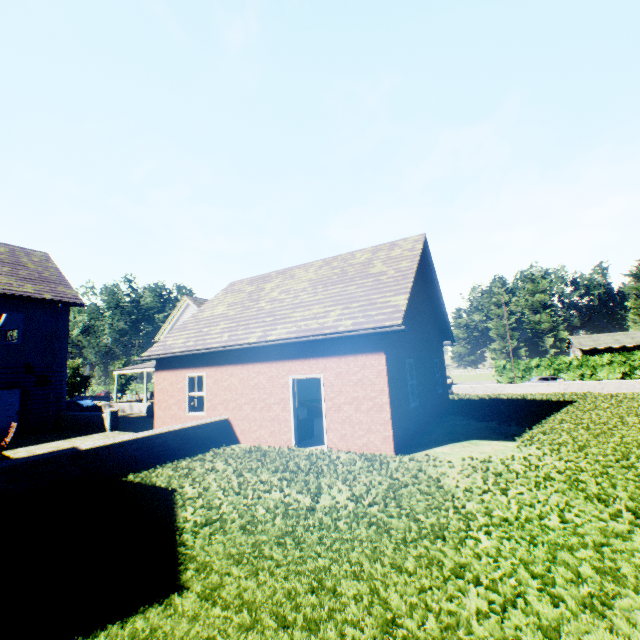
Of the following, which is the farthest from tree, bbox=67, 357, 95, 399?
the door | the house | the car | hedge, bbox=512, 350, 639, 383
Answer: the house

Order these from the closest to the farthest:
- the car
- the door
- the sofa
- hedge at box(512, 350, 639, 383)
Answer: the sofa, the door, the car, hedge at box(512, 350, 639, 383)

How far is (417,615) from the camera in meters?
2.9

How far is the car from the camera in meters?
22.8 m

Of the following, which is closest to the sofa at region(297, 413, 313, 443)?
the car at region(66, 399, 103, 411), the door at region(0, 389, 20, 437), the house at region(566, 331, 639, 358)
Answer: the car at region(66, 399, 103, 411)

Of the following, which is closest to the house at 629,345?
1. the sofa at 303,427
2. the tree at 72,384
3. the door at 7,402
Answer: the tree at 72,384

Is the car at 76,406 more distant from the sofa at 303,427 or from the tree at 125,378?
the tree at 125,378

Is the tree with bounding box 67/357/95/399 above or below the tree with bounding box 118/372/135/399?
below
